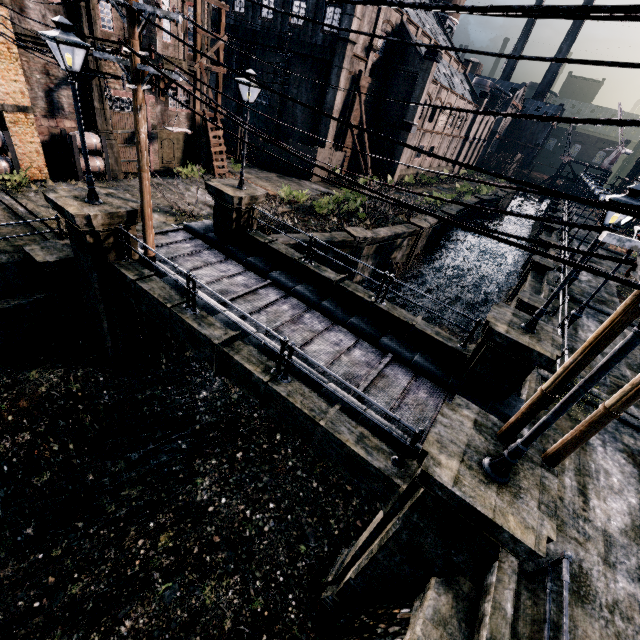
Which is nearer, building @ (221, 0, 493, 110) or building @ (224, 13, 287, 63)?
building @ (221, 0, 493, 110)

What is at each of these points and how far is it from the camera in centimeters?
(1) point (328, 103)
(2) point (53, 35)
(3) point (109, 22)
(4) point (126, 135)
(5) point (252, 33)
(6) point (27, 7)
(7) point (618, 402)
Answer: (1) building, 2977cm
(2) street light, 746cm
(3) building, 1686cm
(4) building, 2023cm
(5) building, 3183cm
(6) building, 1438cm
(7) electric pole, 489cm

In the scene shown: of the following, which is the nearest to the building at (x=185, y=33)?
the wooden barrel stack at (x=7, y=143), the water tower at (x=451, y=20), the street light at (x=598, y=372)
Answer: the water tower at (x=451, y=20)

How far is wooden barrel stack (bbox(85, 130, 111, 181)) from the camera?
17.77m

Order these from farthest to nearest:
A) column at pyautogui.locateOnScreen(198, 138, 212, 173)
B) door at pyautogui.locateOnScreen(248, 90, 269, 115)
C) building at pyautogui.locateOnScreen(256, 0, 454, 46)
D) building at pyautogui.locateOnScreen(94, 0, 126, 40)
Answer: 1. door at pyautogui.locateOnScreen(248, 90, 269, 115)
2. building at pyautogui.locateOnScreen(256, 0, 454, 46)
3. column at pyautogui.locateOnScreen(198, 138, 212, 173)
4. building at pyautogui.locateOnScreen(94, 0, 126, 40)

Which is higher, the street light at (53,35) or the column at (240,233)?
the street light at (53,35)

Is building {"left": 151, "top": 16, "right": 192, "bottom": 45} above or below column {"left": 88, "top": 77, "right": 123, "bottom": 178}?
above

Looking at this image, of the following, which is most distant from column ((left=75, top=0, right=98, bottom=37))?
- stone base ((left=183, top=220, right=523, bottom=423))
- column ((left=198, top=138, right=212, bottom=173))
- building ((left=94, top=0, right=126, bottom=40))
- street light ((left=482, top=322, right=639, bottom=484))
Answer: street light ((left=482, top=322, right=639, bottom=484))
